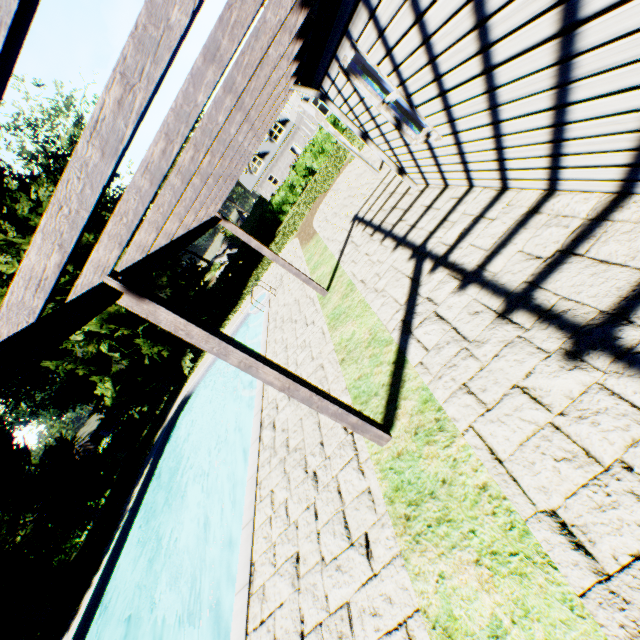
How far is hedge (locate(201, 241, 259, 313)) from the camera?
29.4m

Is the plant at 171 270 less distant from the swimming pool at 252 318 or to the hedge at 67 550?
the hedge at 67 550

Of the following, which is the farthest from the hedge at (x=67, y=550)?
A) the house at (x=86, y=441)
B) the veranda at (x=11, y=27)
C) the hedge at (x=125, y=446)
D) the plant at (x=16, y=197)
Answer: the house at (x=86, y=441)

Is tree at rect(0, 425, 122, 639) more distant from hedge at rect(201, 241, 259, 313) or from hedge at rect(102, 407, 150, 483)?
hedge at rect(201, 241, 259, 313)

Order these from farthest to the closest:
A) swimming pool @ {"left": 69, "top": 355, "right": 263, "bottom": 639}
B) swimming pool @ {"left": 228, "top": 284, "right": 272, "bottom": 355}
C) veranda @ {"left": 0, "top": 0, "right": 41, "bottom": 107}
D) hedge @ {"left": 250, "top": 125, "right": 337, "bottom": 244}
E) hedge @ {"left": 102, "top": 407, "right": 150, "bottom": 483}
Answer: → hedge @ {"left": 250, "top": 125, "right": 337, "bottom": 244} → hedge @ {"left": 102, "top": 407, "right": 150, "bottom": 483} → swimming pool @ {"left": 228, "top": 284, "right": 272, "bottom": 355} → swimming pool @ {"left": 69, "top": 355, "right": 263, "bottom": 639} → veranda @ {"left": 0, "top": 0, "right": 41, "bottom": 107}

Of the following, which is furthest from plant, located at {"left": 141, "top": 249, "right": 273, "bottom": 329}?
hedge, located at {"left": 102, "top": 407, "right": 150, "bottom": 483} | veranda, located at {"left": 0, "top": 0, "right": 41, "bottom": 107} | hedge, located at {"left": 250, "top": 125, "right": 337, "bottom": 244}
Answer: veranda, located at {"left": 0, "top": 0, "right": 41, "bottom": 107}

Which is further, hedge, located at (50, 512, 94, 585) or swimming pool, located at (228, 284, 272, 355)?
hedge, located at (50, 512, 94, 585)

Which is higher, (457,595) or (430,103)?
(430,103)
